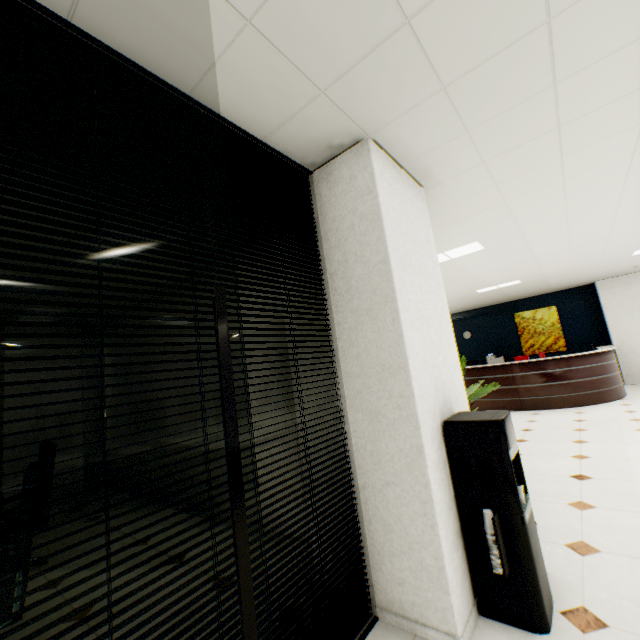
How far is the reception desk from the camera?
7.0m

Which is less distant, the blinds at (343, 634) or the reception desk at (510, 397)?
the blinds at (343, 634)

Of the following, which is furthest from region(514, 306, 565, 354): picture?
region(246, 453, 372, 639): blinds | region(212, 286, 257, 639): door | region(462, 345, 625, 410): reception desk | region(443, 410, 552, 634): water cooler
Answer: region(212, 286, 257, 639): door

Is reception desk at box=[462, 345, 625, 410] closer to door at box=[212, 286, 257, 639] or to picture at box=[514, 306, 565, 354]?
picture at box=[514, 306, 565, 354]

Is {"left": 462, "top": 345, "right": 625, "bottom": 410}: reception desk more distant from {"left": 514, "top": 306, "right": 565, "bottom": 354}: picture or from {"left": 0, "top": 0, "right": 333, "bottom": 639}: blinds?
{"left": 0, "top": 0, "right": 333, "bottom": 639}: blinds

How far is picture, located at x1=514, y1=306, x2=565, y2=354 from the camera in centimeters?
1020cm

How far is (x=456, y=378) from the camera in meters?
2.5 m

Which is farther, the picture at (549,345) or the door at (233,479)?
the picture at (549,345)
